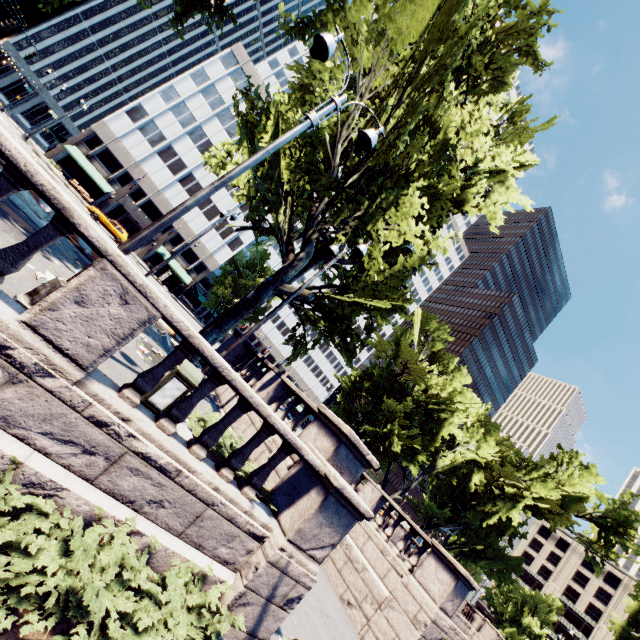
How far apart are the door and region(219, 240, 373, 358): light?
47.45m

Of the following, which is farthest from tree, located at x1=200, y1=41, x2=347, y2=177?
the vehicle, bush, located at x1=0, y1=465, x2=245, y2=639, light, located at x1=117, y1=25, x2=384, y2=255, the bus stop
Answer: the vehicle

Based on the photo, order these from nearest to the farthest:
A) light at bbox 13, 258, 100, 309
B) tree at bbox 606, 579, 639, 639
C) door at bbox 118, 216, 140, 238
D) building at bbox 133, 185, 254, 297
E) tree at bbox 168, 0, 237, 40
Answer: light at bbox 13, 258, 100, 309, tree at bbox 168, 0, 237, 40, tree at bbox 606, 579, 639, 639, door at bbox 118, 216, 140, 238, building at bbox 133, 185, 254, 297

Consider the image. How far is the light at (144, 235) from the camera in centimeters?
549cm

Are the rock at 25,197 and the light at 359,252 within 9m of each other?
yes

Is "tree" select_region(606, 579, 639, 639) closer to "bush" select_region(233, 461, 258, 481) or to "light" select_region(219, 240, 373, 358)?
"light" select_region(219, 240, 373, 358)

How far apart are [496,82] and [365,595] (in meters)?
23.46

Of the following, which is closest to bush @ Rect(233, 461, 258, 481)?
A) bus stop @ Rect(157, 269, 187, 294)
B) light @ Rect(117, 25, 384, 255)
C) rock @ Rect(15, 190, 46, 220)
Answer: light @ Rect(117, 25, 384, 255)
